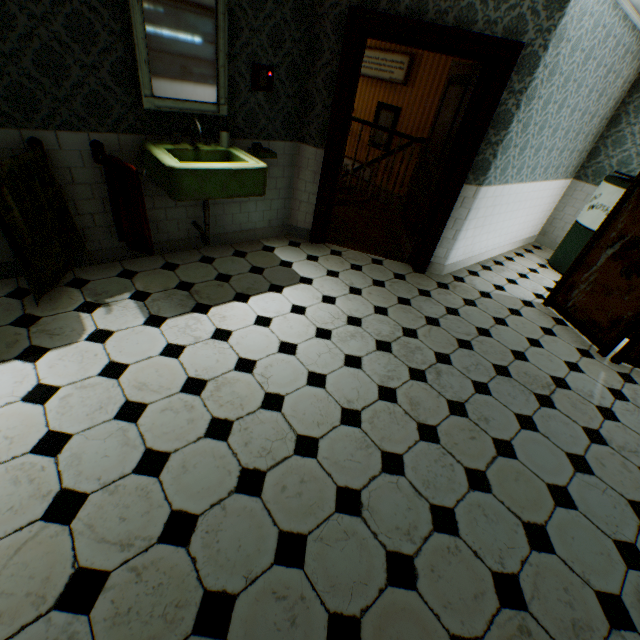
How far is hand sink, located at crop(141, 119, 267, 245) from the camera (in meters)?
2.58

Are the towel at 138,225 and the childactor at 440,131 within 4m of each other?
yes

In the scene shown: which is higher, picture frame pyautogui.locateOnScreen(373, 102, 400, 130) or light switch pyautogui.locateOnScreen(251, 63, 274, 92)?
light switch pyautogui.locateOnScreen(251, 63, 274, 92)

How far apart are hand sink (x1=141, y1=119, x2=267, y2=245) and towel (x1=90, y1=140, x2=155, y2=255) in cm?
14

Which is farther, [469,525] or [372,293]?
[372,293]

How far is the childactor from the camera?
3.5 meters

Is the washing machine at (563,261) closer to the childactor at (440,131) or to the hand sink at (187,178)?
the childactor at (440,131)

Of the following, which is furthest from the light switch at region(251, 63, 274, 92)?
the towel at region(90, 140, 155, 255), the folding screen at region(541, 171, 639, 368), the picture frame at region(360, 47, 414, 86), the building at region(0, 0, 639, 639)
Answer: the picture frame at region(360, 47, 414, 86)
